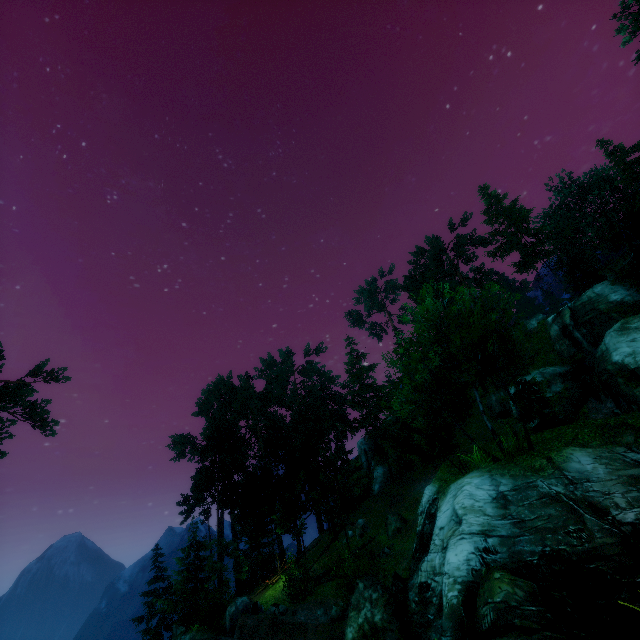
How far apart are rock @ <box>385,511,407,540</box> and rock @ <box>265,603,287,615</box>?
8.8 meters

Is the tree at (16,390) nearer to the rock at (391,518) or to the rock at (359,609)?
the rock at (391,518)

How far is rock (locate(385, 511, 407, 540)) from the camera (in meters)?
23.94

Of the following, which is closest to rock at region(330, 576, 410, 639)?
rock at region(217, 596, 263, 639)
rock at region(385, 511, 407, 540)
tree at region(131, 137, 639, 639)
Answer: tree at region(131, 137, 639, 639)

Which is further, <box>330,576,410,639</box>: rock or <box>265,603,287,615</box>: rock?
<box>265,603,287,615</box>: rock

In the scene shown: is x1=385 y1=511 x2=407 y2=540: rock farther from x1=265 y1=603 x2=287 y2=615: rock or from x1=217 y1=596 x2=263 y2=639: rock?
x1=217 y1=596 x2=263 y2=639: rock

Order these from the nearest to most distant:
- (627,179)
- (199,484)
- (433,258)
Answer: (199,484)
(627,179)
(433,258)

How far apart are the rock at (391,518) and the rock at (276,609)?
8.8m
